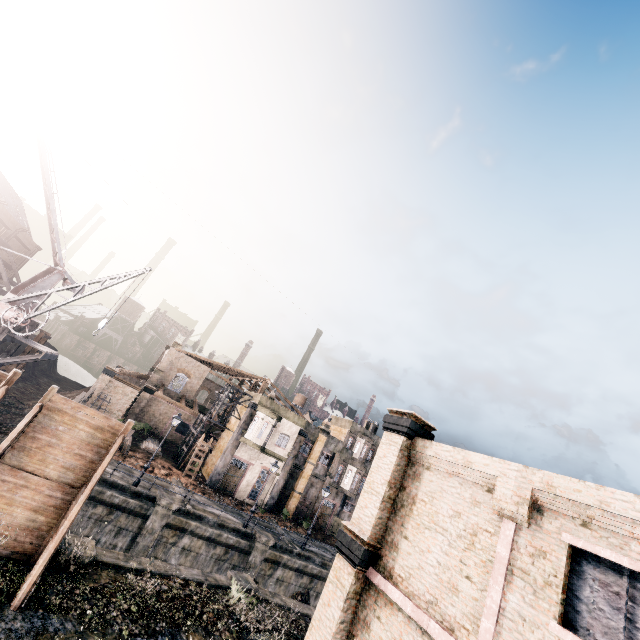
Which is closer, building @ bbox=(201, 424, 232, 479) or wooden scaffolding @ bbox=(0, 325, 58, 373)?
wooden scaffolding @ bbox=(0, 325, 58, 373)

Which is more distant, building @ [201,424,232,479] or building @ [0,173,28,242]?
building @ [0,173,28,242]

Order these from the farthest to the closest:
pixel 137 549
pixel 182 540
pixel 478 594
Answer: pixel 182 540
pixel 137 549
pixel 478 594

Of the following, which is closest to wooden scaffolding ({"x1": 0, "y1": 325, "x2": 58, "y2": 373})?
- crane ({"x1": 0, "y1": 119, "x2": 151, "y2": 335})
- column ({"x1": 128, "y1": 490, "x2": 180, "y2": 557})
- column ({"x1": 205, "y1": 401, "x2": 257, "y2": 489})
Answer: crane ({"x1": 0, "y1": 119, "x2": 151, "y2": 335})

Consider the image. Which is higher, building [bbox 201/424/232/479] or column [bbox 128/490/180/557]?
building [bbox 201/424/232/479]

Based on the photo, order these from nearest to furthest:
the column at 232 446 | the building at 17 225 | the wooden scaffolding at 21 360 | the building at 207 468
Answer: the wooden scaffolding at 21 360
the column at 232 446
the building at 207 468
the building at 17 225

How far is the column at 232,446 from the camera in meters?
34.0

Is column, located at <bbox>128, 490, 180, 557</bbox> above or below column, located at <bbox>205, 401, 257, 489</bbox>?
below
